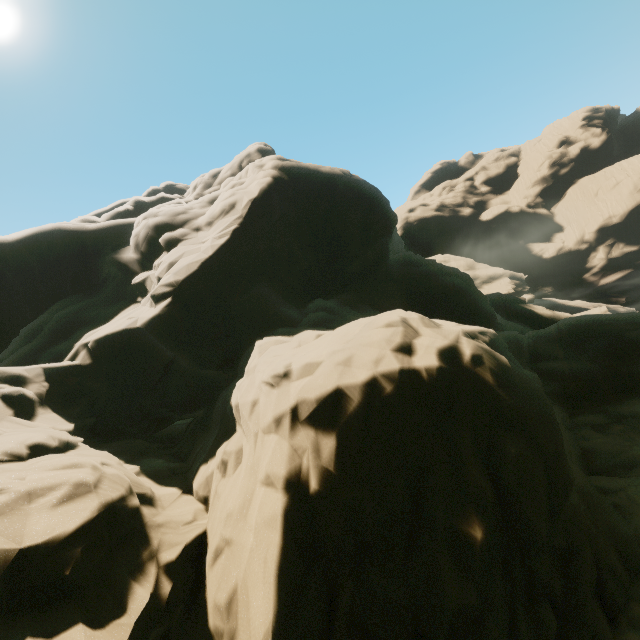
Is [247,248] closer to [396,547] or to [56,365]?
[56,365]
